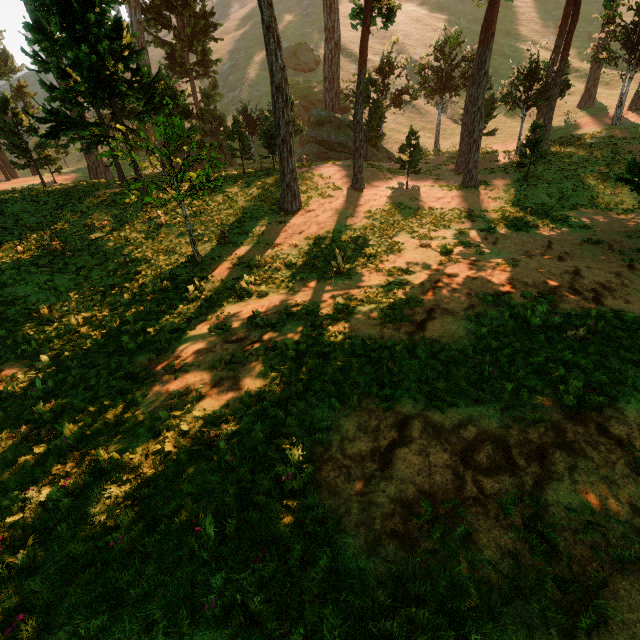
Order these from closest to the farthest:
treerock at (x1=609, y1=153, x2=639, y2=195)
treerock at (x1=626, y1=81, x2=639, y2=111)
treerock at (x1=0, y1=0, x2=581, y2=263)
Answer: treerock at (x1=609, y1=153, x2=639, y2=195)
treerock at (x1=0, y1=0, x2=581, y2=263)
treerock at (x1=626, y1=81, x2=639, y2=111)

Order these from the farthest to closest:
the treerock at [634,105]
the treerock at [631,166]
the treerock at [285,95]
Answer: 1. the treerock at [634,105]
2. the treerock at [285,95]
3. the treerock at [631,166]

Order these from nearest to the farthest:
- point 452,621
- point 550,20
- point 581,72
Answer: point 452,621 → point 581,72 → point 550,20

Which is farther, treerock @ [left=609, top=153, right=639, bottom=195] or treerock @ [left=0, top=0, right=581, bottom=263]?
treerock @ [left=0, top=0, right=581, bottom=263]

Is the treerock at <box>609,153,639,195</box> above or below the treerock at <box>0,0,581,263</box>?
below

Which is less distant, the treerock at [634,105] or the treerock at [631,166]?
the treerock at [631,166]
